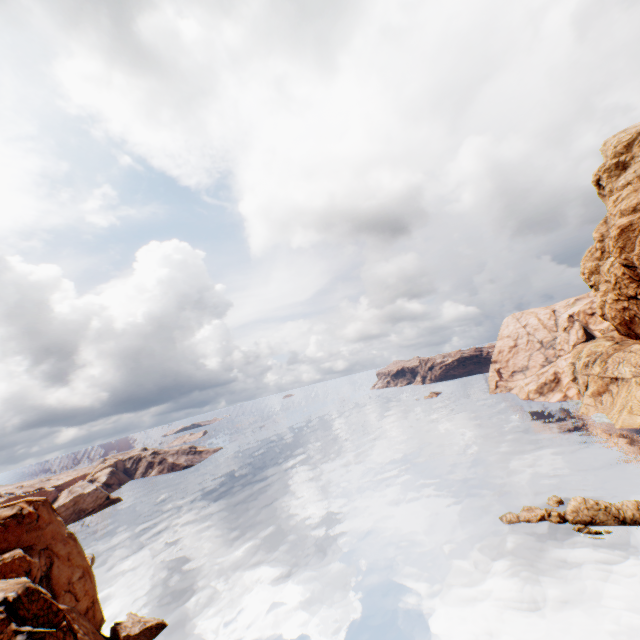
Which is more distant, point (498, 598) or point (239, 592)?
point (239, 592)

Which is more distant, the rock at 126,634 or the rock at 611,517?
the rock at 611,517

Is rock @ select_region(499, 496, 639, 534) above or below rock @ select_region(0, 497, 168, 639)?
below

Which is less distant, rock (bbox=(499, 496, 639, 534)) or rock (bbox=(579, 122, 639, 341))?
rock (bbox=(579, 122, 639, 341))
